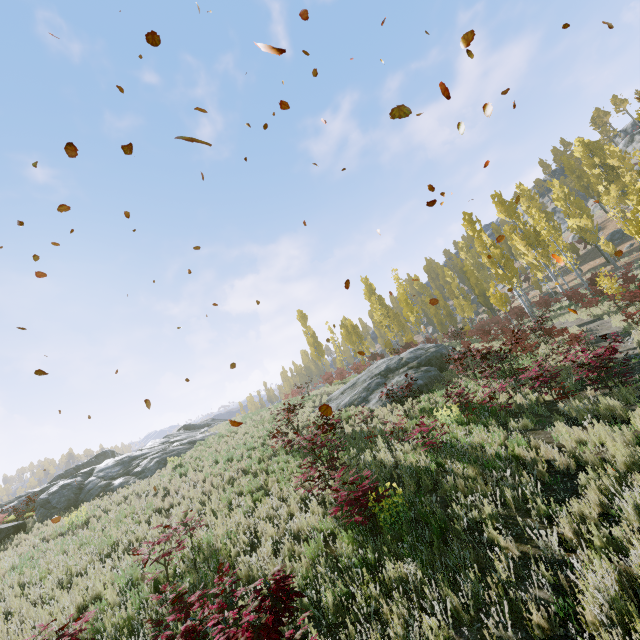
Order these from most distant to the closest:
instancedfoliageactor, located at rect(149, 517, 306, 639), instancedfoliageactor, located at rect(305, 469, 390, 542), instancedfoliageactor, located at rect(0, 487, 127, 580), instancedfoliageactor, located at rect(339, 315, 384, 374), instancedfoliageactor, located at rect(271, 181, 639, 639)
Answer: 1. instancedfoliageactor, located at rect(339, 315, 384, 374)
2. instancedfoliageactor, located at rect(0, 487, 127, 580)
3. instancedfoliageactor, located at rect(305, 469, 390, 542)
4. instancedfoliageactor, located at rect(271, 181, 639, 639)
5. instancedfoliageactor, located at rect(149, 517, 306, 639)

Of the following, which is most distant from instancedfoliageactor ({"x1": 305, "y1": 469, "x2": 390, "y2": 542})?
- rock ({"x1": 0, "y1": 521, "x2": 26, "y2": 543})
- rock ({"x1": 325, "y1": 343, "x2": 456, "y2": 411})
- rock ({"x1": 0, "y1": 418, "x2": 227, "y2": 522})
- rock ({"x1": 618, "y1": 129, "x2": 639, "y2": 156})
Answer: rock ({"x1": 0, "y1": 521, "x2": 26, "y2": 543})

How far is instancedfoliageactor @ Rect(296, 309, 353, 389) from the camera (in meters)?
29.92

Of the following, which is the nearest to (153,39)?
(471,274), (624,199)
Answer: (471,274)

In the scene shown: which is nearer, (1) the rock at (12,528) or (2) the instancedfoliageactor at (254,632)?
(2) the instancedfoliageactor at (254,632)

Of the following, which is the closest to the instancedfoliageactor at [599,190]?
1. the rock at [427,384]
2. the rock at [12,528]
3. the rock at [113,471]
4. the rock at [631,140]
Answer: the rock at [427,384]

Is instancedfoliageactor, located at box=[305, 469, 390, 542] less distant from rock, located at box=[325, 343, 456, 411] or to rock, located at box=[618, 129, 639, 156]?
rock, located at box=[325, 343, 456, 411]

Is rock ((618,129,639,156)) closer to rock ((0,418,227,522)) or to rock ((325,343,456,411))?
rock ((325,343,456,411))
